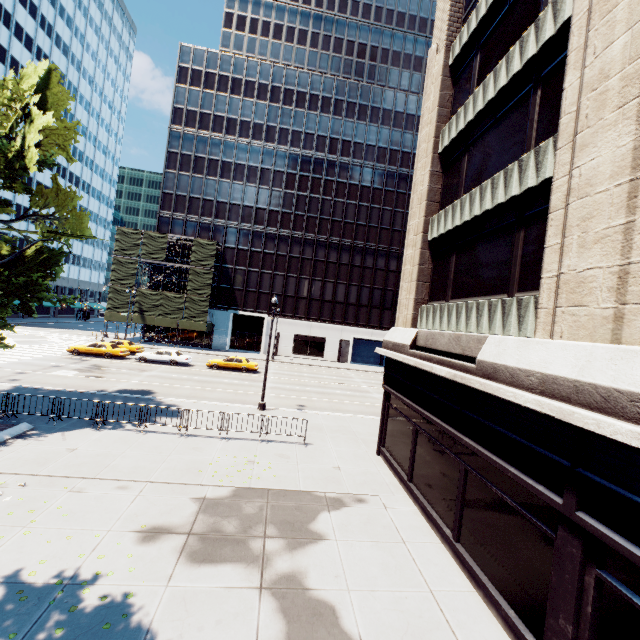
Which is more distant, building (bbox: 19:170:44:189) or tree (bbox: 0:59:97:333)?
building (bbox: 19:170:44:189)

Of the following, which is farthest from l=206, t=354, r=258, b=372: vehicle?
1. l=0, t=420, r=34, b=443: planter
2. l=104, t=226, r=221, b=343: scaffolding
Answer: l=0, t=420, r=34, b=443: planter

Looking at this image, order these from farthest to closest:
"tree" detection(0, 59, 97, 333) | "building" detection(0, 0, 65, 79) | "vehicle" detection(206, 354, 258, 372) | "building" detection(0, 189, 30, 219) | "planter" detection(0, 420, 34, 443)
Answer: "building" detection(0, 189, 30, 219) < "building" detection(0, 0, 65, 79) < "vehicle" detection(206, 354, 258, 372) < "tree" detection(0, 59, 97, 333) < "planter" detection(0, 420, 34, 443)

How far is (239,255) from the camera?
49.5m

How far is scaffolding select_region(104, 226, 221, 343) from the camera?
43.8m

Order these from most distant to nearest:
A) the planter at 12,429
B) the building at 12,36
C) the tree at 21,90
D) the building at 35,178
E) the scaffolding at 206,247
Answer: the building at 35,178 < the building at 12,36 < the scaffolding at 206,247 < the tree at 21,90 < the planter at 12,429

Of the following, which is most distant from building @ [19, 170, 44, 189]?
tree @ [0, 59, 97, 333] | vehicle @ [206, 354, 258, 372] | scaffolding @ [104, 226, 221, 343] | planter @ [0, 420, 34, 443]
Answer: planter @ [0, 420, 34, 443]

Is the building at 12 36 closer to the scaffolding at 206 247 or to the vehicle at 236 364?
the scaffolding at 206 247
